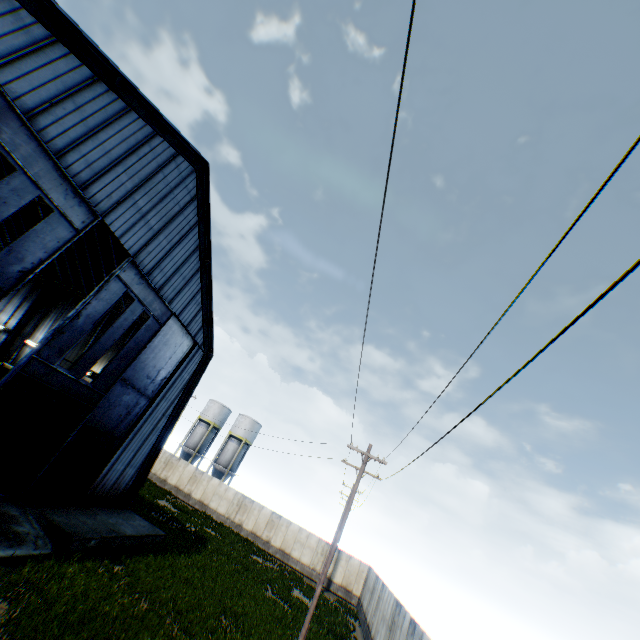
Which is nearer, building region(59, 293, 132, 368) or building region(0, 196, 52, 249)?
building region(0, 196, 52, 249)

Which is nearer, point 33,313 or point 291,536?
point 33,313

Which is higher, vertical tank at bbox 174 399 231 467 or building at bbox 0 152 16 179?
building at bbox 0 152 16 179

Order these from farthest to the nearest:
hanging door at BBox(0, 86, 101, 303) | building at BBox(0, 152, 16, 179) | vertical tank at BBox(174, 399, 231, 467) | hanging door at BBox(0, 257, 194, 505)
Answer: vertical tank at BBox(174, 399, 231, 467) < building at BBox(0, 152, 16, 179) < hanging door at BBox(0, 257, 194, 505) < hanging door at BBox(0, 86, 101, 303)

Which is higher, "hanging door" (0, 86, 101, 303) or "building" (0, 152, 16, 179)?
"building" (0, 152, 16, 179)

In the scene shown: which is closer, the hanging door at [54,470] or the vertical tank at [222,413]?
the hanging door at [54,470]

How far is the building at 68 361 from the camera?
25.23m
